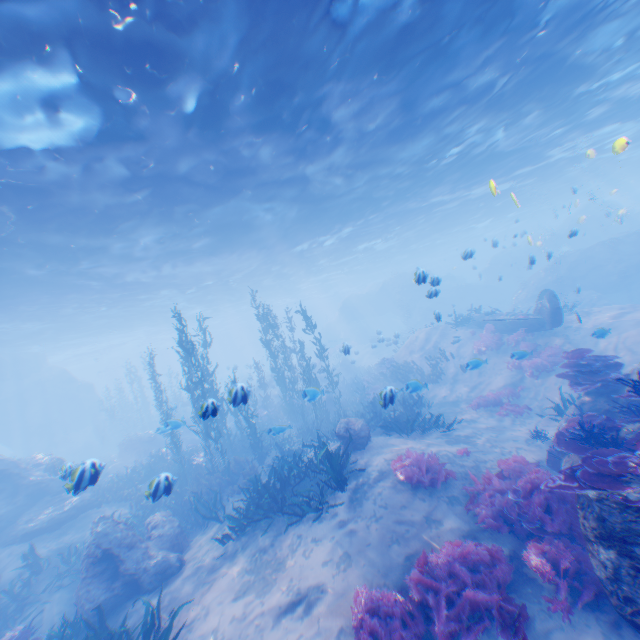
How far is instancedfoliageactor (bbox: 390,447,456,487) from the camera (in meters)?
8.23

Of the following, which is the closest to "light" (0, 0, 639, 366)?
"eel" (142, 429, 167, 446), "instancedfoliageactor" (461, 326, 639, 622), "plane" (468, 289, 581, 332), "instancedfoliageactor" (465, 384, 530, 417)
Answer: "plane" (468, 289, 581, 332)

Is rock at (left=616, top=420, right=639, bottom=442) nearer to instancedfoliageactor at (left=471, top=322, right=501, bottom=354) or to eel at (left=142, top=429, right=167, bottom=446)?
eel at (left=142, top=429, right=167, bottom=446)

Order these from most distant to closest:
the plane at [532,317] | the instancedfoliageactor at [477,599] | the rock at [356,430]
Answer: the plane at [532,317]
the rock at [356,430]
the instancedfoliageactor at [477,599]

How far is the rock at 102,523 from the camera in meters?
8.7 m

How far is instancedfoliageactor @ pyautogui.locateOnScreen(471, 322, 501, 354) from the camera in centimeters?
1808cm

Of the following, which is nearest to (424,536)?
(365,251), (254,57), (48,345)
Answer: (254,57)

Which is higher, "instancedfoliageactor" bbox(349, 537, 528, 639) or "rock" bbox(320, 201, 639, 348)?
"rock" bbox(320, 201, 639, 348)
